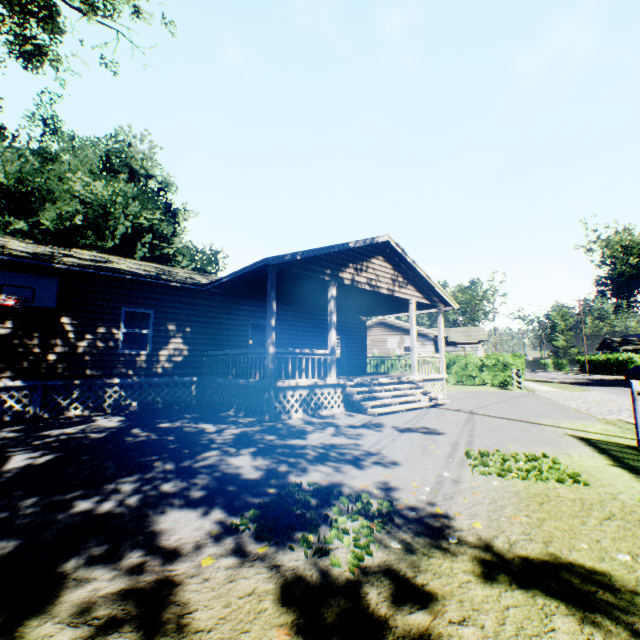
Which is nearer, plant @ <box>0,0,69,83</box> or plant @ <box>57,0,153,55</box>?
plant @ <box>0,0,69,83</box>

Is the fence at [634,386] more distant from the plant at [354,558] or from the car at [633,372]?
the car at [633,372]

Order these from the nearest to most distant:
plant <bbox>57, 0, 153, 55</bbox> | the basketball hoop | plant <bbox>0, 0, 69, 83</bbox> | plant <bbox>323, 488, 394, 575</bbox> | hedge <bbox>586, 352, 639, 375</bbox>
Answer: plant <bbox>323, 488, 394, 575</bbox>, the basketball hoop, plant <bbox>0, 0, 69, 83</bbox>, plant <bbox>57, 0, 153, 55</bbox>, hedge <bbox>586, 352, 639, 375</bbox>

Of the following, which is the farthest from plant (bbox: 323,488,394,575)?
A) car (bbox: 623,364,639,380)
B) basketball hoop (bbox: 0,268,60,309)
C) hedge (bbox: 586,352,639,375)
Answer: hedge (bbox: 586,352,639,375)

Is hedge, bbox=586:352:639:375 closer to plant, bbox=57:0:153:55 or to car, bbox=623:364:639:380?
car, bbox=623:364:639:380

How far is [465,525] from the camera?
3.3m

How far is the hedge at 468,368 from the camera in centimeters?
2286cm
